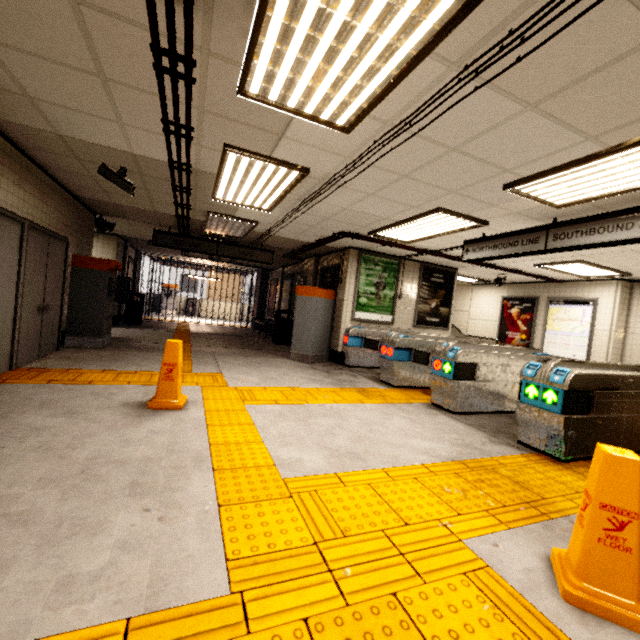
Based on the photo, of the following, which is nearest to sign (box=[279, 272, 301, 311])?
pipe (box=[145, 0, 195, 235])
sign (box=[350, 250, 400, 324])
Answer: pipe (box=[145, 0, 195, 235])

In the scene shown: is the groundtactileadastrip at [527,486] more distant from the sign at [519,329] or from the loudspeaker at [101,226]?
the loudspeaker at [101,226]

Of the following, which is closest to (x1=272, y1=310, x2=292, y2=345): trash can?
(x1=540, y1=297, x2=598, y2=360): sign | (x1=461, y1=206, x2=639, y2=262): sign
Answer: (x1=461, y1=206, x2=639, y2=262): sign

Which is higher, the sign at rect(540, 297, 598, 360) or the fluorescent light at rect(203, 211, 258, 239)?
the fluorescent light at rect(203, 211, 258, 239)

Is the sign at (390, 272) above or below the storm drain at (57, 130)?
below

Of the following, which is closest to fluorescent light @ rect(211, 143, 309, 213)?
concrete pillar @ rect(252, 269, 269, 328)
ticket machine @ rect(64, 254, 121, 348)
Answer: ticket machine @ rect(64, 254, 121, 348)

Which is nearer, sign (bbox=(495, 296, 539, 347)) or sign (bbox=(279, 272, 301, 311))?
sign (bbox=(495, 296, 539, 347))

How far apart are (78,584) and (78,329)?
6.5 meters
